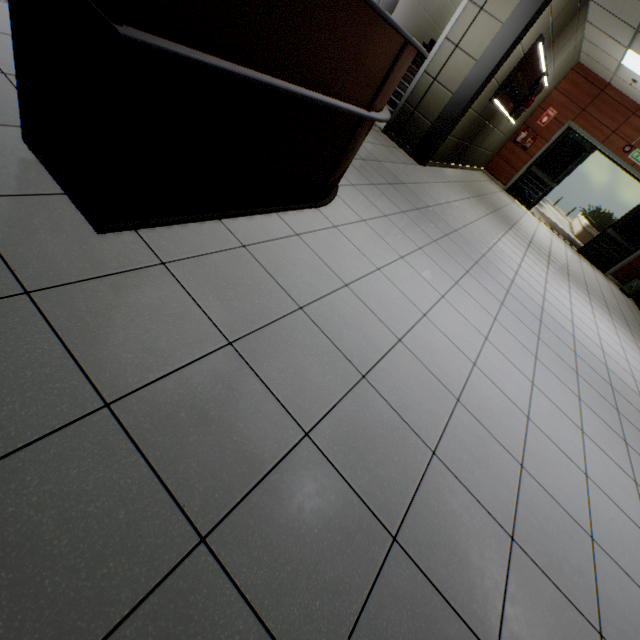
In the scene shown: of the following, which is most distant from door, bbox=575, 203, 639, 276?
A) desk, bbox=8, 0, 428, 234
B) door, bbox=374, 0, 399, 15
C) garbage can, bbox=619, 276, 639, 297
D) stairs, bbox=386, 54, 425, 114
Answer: desk, bbox=8, 0, 428, 234

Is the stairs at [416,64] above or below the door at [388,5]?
below

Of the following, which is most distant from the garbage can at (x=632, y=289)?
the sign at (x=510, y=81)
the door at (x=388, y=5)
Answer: the door at (x=388, y=5)

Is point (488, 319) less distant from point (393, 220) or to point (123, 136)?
point (393, 220)

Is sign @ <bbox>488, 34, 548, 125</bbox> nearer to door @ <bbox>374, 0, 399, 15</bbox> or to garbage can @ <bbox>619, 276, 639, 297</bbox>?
door @ <bbox>374, 0, 399, 15</bbox>

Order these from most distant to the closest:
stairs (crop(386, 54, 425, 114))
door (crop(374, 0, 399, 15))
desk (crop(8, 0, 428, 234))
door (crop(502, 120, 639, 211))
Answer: door (crop(502, 120, 639, 211)) → stairs (crop(386, 54, 425, 114)) → door (crop(374, 0, 399, 15)) → desk (crop(8, 0, 428, 234))

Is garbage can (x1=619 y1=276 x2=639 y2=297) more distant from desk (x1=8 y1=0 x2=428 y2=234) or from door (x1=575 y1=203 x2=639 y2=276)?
desk (x1=8 y1=0 x2=428 y2=234)
